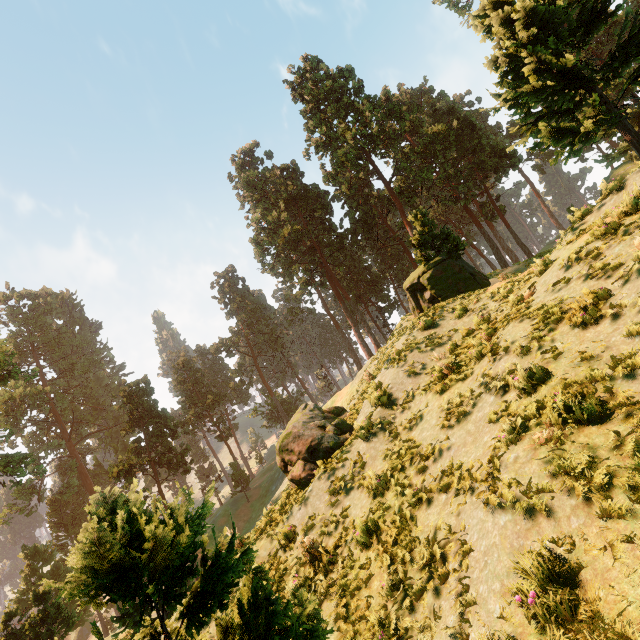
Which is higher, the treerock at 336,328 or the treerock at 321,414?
the treerock at 336,328

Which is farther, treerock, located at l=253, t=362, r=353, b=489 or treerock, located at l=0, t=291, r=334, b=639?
treerock, located at l=253, t=362, r=353, b=489

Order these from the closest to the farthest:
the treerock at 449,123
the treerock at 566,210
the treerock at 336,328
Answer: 1. the treerock at 566,210
2. the treerock at 449,123
3. the treerock at 336,328

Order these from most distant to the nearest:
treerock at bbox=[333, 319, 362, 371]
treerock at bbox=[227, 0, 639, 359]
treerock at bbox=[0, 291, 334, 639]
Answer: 1. treerock at bbox=[333, 319, 362, 371]
2. treerock at bbox=[227, 0, 639, 359]
3. treerock at bbox=[0, 291, 334, 639]

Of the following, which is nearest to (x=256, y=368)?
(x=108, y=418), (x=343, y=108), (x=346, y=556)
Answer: (x=108, y=418)

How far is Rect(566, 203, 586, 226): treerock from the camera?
10.25m
